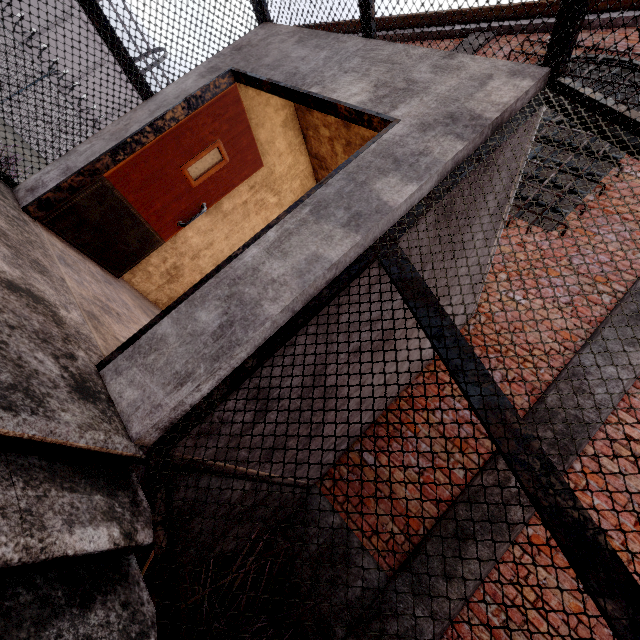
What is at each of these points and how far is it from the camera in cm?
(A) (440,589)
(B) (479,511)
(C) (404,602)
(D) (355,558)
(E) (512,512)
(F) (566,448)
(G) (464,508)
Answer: (A) column, 313
(B) column, 336
(C) column, 315
(D) foundation, 345
(E) column, 329
(F) column, 345
(G) column, 340

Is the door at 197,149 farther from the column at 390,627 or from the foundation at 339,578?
the column at 390,627

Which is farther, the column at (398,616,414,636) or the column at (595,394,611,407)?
the column at (595,394,611,407)

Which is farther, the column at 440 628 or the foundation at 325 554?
the foundation at 325 554

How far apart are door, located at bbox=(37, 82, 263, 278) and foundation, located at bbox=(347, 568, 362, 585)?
3.76m

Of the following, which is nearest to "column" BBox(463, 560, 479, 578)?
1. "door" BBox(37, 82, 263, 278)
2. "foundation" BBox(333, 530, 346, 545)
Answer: "foundation" BBox(333, 530, 346, 545)

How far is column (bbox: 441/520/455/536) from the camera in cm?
332
